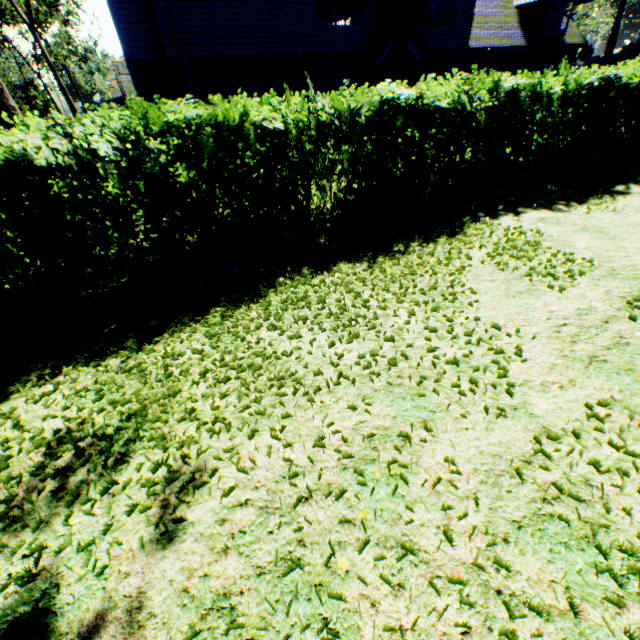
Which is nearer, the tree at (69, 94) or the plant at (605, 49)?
the tree at (69, 94)

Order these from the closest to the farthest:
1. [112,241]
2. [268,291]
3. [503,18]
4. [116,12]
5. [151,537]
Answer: [151,537], [268,291], [112,241], [116,12], [503,18]

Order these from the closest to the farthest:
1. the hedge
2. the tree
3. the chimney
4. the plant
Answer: the hedge < the chimney < the tree < the plant

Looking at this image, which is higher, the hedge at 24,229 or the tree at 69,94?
the tree at 69,94

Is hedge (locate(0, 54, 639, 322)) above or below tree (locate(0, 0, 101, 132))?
below

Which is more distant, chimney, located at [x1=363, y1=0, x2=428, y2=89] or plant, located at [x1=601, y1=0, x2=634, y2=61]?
plant, located at [x1=601, y1=0, x2=634, y2=61]

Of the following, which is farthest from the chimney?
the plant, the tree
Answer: the plant

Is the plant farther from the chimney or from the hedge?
the chimney
